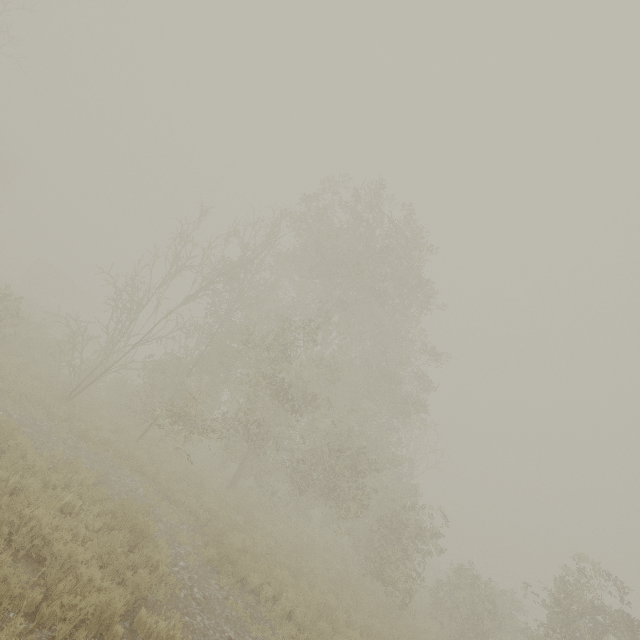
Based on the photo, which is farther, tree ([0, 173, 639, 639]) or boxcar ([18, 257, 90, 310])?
boxcar ([18, 257, 90, 310])

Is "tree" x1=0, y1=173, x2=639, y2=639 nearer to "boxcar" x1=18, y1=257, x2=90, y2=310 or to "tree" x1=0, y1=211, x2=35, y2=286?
"boxcar" x1=18, y1=257, x2=90, y2=310

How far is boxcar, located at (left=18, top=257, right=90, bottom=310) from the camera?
44.5 meters

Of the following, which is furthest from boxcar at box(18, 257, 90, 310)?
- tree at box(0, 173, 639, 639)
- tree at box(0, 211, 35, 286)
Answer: tree at box(0, 173, 639, 639)

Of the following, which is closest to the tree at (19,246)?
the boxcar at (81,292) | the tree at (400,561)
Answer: the boxcar at (81,292)

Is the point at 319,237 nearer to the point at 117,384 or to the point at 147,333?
the point at 147,333

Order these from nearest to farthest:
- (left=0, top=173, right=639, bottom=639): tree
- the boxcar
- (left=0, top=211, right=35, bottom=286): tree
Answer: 1. (left=0, top=173, right=639, bottom=639): tree
2. the boxcar
3. (left=0, top=211, right=35, bottom=286): tree
